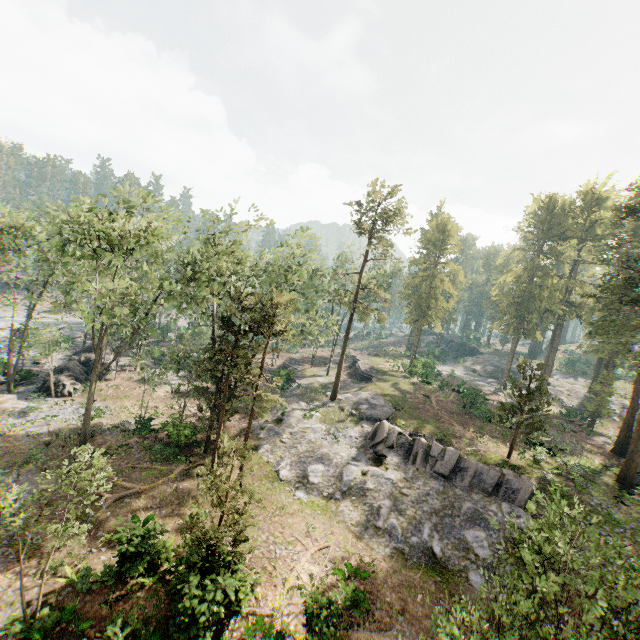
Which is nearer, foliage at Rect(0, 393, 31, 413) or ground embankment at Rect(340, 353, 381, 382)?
foliage at Rect(0, 393, 31, 413)

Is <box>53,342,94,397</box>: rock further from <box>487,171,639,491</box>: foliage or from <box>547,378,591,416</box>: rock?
<box>547,378,591,416</box>: rock

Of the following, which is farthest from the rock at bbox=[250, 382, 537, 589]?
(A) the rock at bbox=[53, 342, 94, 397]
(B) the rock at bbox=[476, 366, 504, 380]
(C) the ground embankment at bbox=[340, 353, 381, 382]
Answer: (B) the rock at bbox=[476, 366, 504, 380]

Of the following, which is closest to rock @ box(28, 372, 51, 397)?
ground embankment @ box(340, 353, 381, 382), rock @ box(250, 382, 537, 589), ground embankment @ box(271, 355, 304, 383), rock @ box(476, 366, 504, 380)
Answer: rock @ box(250, 382, 537, 589)

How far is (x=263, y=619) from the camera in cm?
1394

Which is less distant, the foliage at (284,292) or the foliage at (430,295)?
the foliage at (284,292)

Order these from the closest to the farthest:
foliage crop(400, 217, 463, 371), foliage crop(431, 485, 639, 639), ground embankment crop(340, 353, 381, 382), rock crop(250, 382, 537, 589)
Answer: foliage crop(431, 485, 639, 639)
rock crop(250, 382, 537, 589)
ground embankment crop(340, 353, 381, 382)
foliage crop(400, 217, 463, 371)

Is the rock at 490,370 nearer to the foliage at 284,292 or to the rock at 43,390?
the foliage at 284,292
